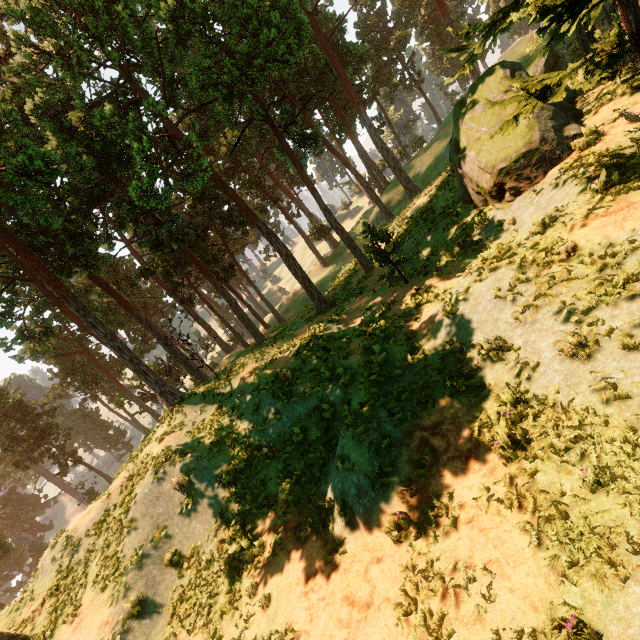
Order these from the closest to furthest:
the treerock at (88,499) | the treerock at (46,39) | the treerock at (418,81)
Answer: the treerock at (46,39) → the treerock at (88,499) → the treerock at (418,81)

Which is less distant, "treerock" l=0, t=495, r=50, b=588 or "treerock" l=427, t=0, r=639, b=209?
"treerock" l=427, t=0, r=639, b=209

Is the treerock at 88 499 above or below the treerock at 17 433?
below

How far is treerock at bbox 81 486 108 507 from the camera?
15.6 meters

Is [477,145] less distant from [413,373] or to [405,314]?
[405,314]

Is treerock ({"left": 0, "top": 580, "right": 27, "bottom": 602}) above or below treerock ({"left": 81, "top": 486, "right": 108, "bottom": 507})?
below

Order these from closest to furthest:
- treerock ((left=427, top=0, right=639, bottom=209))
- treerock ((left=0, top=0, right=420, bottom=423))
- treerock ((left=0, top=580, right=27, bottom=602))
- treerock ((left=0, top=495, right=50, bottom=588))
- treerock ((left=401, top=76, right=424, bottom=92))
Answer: treerock ((left=427, top=0, right=639, bottom=209)) < treerock ((left=0, top=0, right=420, bottom=423)) < treerock ((left=0, top=495, right=50, bottom=588)) < treerock ((left=0, top=580, right=27, bottom=602)) < treerock ((left=401, top=76, right=424, bottom=92))
